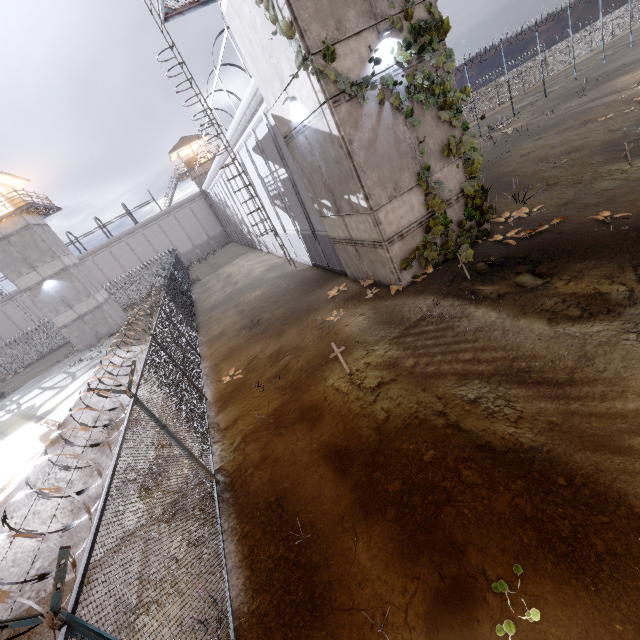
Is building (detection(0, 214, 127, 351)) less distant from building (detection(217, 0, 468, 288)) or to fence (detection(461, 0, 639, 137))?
building (detection(217, 0, 468, 288))

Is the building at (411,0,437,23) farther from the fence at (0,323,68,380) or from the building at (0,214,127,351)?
the building at (0,214,127,351)

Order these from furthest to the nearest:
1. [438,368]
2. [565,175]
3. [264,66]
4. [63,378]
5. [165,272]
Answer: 1. [165,272]
2. [63,378]
3. [565,175]
4. [264,66]
5. [438,368]

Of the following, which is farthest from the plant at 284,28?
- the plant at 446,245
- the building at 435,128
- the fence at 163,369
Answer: the fence at 163,369

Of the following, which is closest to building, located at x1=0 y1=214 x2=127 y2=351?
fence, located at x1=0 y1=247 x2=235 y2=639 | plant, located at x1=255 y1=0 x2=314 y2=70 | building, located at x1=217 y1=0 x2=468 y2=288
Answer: fence, located at x1=0 y1=247 x2=235 y2=639

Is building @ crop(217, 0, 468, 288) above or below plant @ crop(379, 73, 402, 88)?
below

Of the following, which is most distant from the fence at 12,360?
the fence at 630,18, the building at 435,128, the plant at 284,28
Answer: the fence at 630,18

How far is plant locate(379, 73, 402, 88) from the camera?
7.93m
